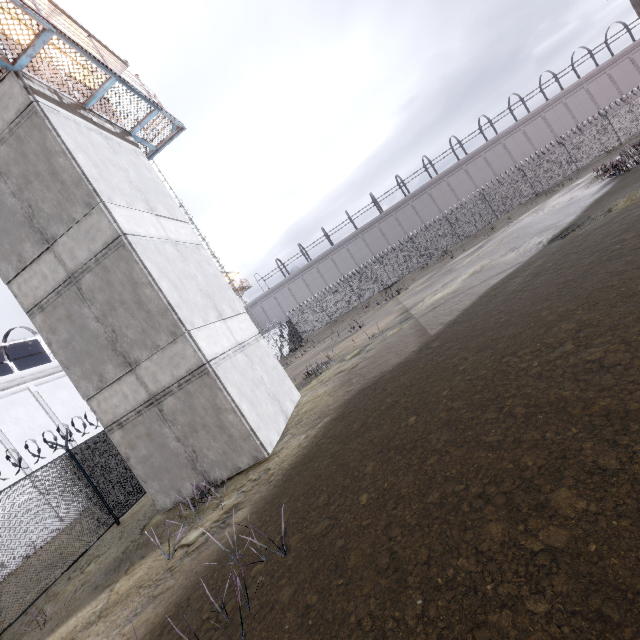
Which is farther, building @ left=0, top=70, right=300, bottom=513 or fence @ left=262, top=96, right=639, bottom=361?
fence @ left=262, top=96, right=639, bottom=361

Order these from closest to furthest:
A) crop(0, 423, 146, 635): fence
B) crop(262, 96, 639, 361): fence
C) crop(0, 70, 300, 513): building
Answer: crop(0, 70, 300, 513): building → crop(0, 423, 146, 635): fence → crop(262, 96, 639, 361): fence

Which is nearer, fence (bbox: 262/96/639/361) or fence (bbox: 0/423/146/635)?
fence (bbox: 0/423/146/635)

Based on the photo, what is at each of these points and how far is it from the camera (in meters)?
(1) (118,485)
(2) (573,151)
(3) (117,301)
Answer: (1) fence, 10.89
(2) fence, 30.30
(3) building, 8.65

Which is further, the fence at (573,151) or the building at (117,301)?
the fence at (573,151)

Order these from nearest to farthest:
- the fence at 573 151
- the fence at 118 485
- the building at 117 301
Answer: the building at 117 301
the fence at 118 485
the fence at 573 151
